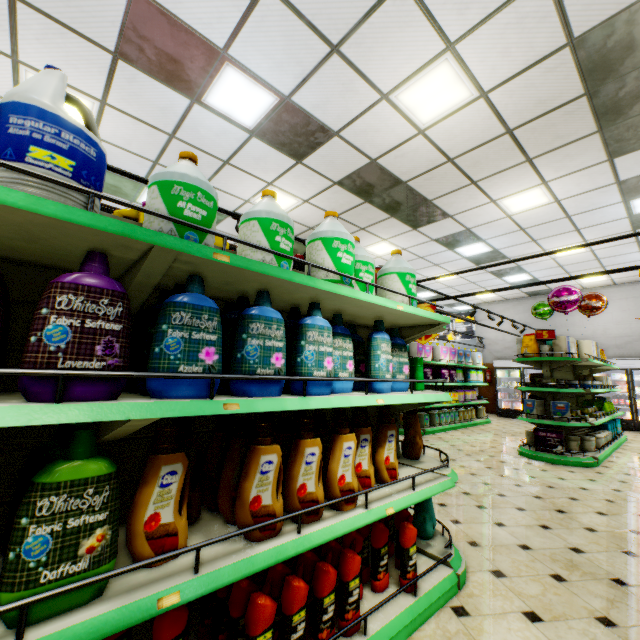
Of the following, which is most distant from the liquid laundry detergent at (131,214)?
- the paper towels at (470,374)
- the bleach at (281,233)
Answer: the paper towels at (470,374)

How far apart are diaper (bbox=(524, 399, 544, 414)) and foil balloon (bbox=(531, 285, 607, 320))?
2.72m

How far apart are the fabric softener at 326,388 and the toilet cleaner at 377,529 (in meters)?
0.84

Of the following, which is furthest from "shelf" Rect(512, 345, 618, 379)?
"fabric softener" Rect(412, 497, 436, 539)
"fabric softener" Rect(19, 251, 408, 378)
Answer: "fabric softener" Rect(19, 251, 408, 378)

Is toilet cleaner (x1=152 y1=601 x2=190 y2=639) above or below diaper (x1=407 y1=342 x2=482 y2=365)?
below

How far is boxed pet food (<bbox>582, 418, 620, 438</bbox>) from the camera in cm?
734

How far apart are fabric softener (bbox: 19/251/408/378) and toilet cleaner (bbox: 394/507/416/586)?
0.8m

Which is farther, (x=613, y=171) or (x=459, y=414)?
(x=459, y=414)
